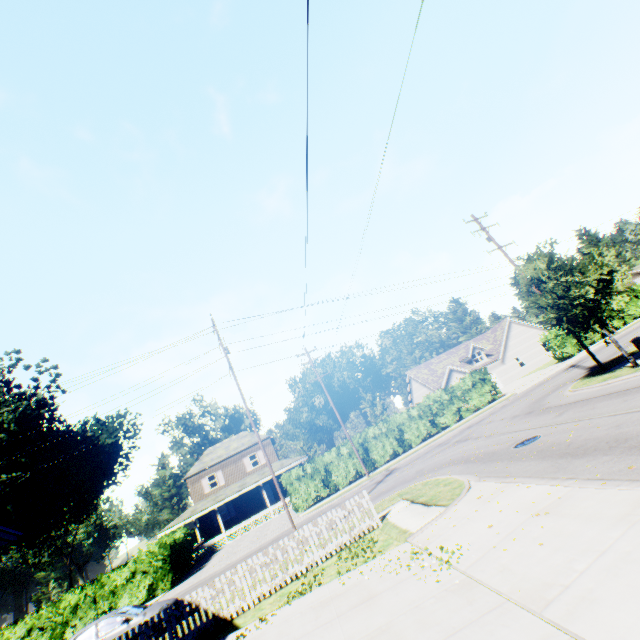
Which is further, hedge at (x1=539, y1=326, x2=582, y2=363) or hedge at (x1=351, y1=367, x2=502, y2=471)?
hedge at (x1=539, y1=326, x2=582, y2=363)

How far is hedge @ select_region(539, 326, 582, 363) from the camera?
33.9 meters

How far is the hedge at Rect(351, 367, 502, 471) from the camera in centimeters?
2806cm

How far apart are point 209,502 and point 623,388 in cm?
3619

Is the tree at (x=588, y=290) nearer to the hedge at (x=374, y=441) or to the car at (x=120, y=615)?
the hedge at (x=374, y=441)

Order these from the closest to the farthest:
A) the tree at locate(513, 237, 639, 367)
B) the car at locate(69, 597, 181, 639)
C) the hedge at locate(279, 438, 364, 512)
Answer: the car at locate(69, 597, 181, 639) → the tree at locate(513, 237, 639, 367) → the hedge at locate(279, 438, 364, 512)

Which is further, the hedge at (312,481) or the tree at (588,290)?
the hedge at (312,481)

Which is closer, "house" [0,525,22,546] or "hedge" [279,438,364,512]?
"house" [0,525,22,546]
